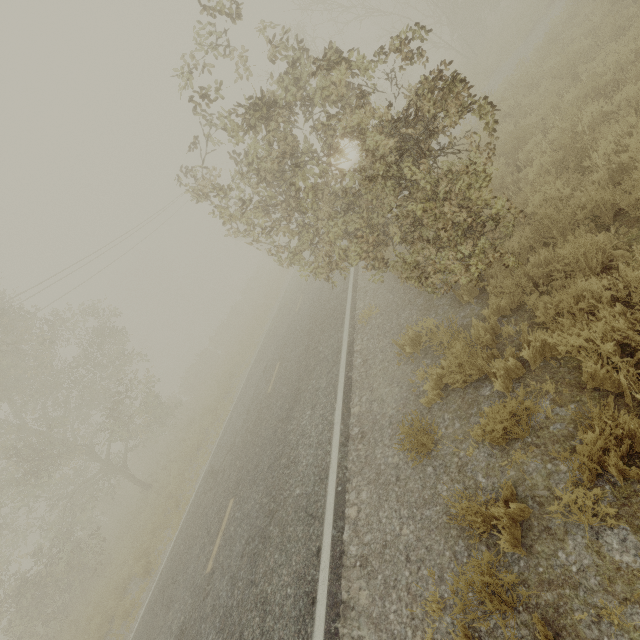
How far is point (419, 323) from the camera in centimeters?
573cm
